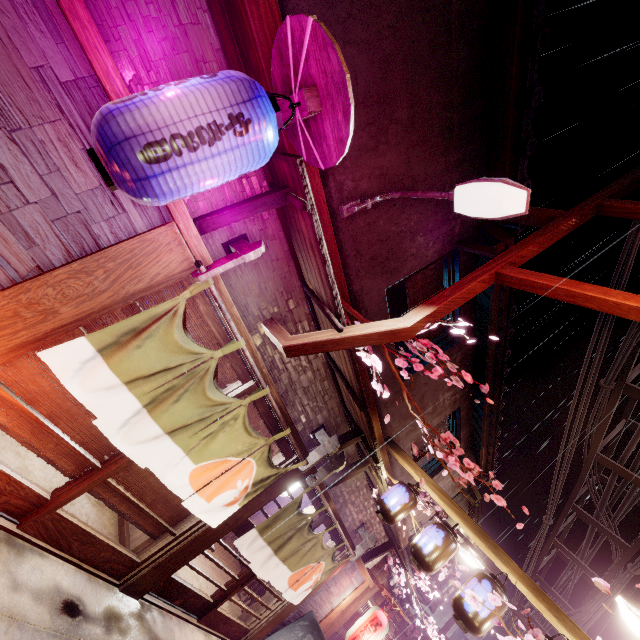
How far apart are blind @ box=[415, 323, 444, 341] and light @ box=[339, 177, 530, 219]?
4.6 meters

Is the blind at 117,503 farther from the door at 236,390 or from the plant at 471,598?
the plant at 471,598

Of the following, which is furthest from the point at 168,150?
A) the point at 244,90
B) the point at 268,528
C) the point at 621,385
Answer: the point at 621,385

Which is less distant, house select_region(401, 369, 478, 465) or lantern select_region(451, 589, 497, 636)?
lantern select_region(451, 589, 497, 636)

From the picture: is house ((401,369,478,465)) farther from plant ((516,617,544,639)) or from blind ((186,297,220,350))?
plant ((516,617,544,639))

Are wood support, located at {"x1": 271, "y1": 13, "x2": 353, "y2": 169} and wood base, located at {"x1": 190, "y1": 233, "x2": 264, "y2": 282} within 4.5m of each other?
yes

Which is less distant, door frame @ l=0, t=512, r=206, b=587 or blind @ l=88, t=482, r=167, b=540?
door frame @ l=0, t=512, r=206, b=587

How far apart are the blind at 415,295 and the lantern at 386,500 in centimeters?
535cm
